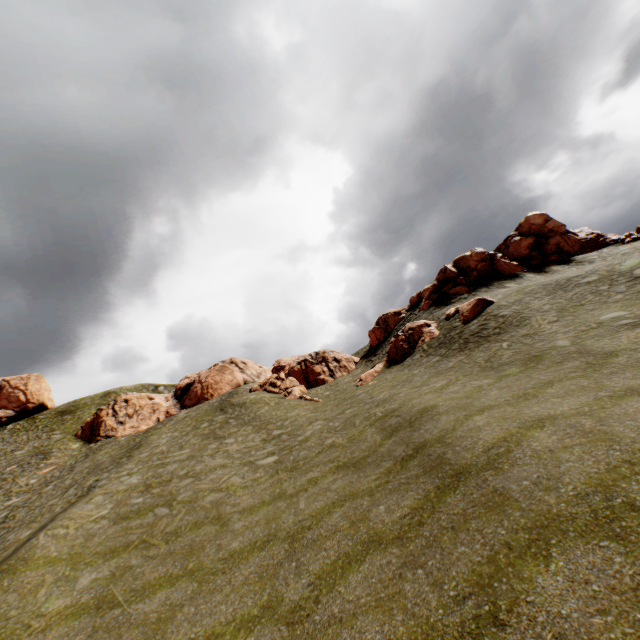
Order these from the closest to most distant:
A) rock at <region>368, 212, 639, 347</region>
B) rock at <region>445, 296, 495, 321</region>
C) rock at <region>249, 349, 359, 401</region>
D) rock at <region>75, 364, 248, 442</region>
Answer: rock at <region>445, 296, 495, 321</region>, rock at <region>368, 212, 639, 347</region>, rock at <region>249, 349, 359, 401</region>, rock at <region>75, 364, 248, 442</region>

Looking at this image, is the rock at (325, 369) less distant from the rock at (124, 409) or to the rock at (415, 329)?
the rock at (415, 329)

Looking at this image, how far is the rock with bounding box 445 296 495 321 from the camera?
26.75m

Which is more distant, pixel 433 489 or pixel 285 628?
pixel 433 489

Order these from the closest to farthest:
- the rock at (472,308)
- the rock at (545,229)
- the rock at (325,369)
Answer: the rock at (472,308)
the rock at (545,229)
the rock at (325,369)

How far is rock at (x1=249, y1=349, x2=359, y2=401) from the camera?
36.9m

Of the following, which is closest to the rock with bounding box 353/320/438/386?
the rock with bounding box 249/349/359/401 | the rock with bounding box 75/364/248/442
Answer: the rock with bounding box 249/349/359/401

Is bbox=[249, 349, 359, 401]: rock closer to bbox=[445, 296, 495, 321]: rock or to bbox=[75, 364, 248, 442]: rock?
bbox=[445, 296, 495, 321]: rock
